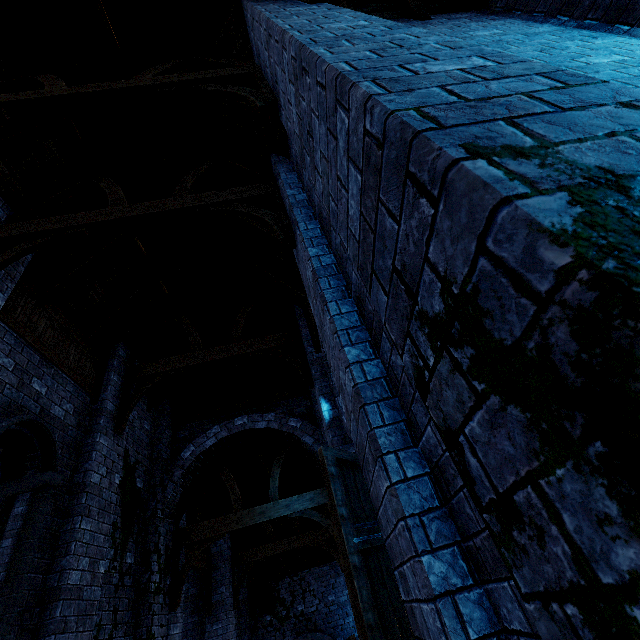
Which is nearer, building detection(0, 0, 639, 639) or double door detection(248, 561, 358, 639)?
building detection(0, 0, 639, 639)

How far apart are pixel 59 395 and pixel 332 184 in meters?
6.8

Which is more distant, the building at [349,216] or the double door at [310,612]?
the double door at [310,612]
